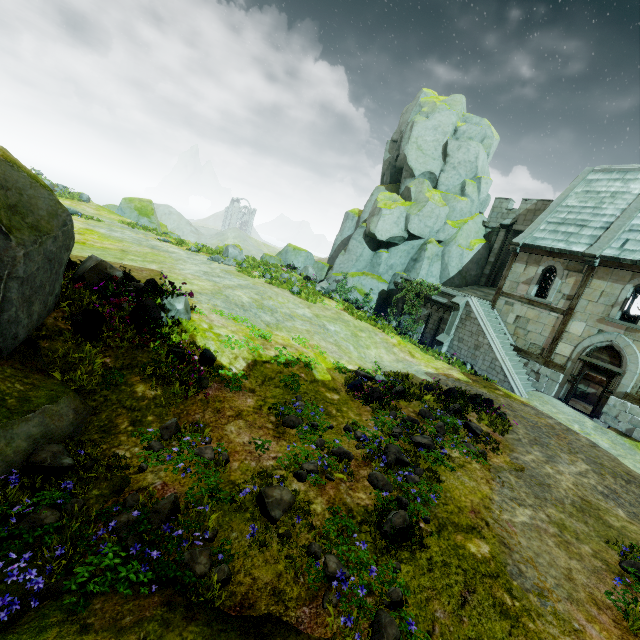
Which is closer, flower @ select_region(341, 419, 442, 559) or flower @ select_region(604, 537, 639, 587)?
flower @ select_region(341, 419, 442, 559)

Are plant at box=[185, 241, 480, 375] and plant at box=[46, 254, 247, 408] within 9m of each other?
no

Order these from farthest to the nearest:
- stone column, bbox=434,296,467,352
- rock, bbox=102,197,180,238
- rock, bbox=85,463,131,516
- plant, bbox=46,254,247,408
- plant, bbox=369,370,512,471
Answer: rock, bbox=102,197,180,238 < stone column, bbox=434,296,467,352 < plant, bbox=369,370,512,471 < plant, bbox=46,254,247,408 < rock, bbox=85,463,131,516

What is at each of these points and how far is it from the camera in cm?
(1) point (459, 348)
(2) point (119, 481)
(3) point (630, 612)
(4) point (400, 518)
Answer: (1) stair, 1883
(2) rock, 503
(3) flower, 512
(4) flower, 551

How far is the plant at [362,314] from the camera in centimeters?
1819cm

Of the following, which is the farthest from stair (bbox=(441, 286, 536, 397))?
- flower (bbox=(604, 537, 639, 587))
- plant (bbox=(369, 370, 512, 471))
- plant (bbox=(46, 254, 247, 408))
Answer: plant (bbox=(46, 254, 247, 408))

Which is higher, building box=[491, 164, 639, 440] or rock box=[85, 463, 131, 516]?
building box=[491, 164, 639, 440]

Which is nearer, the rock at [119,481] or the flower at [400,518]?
the rock at [119,481]
